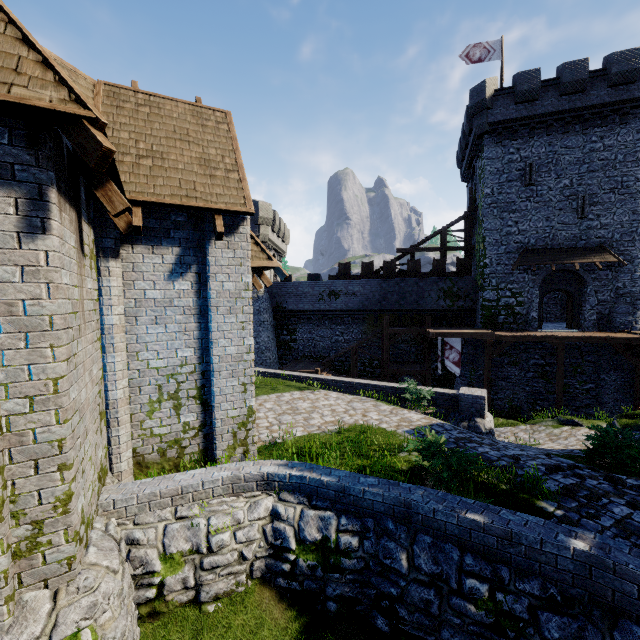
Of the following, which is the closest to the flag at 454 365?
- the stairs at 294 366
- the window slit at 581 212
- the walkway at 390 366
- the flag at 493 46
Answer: the walkway at 390 366

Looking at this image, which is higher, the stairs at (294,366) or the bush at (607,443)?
the bush at (607,443)

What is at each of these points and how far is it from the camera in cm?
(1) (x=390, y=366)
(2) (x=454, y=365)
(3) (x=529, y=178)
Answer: (1) walkway, 2567
(2) flag, 2191
(3) window slit, 2191

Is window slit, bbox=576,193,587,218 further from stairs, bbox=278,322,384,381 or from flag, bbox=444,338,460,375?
stairs, bbox=278,322,384,381

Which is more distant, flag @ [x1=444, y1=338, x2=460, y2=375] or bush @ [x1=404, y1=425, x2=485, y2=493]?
flag @ [x1=444, y1=338, x2=460, y2=375]

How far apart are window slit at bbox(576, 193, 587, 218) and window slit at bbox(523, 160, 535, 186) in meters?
2.6 m

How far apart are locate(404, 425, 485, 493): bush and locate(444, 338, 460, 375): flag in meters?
15.4

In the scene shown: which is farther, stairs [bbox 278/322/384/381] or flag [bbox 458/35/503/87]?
stairs [bbox 278/322/384/381]
